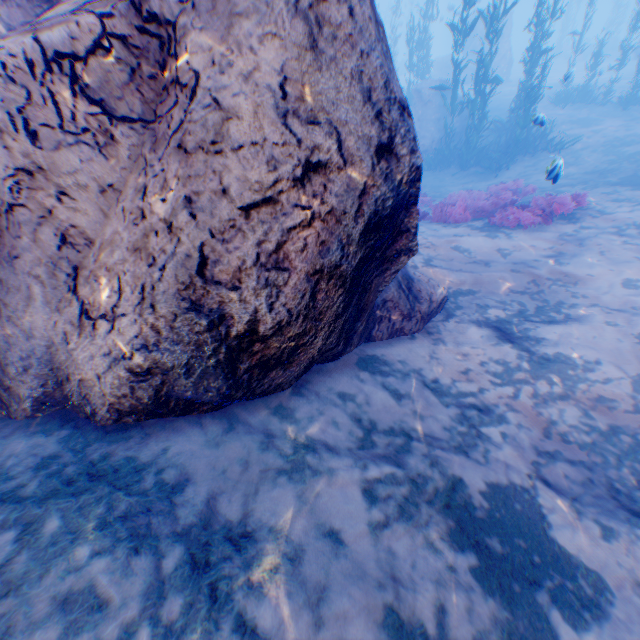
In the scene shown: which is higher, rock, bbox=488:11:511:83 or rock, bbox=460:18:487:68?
rock, bbox=460:18:487:68

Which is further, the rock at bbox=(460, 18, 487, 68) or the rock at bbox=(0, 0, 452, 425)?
the rock at bbox=(460, 18, 487, 68)

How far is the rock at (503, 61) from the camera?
24.1 meters

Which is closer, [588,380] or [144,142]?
A: [144,142]

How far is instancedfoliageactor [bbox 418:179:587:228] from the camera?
7.9 meters

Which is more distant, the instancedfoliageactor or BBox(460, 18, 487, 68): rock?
BBox(460, 18, 487, 68): rock

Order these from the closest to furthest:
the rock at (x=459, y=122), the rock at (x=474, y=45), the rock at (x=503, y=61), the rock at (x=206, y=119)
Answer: the rock at (x=206, y=119)
the rock at (x=459, y=122)
the rock at (x=503, y=61)
the rock at (x=474, y=45)

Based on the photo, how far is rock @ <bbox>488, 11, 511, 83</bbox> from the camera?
24.1 meters
